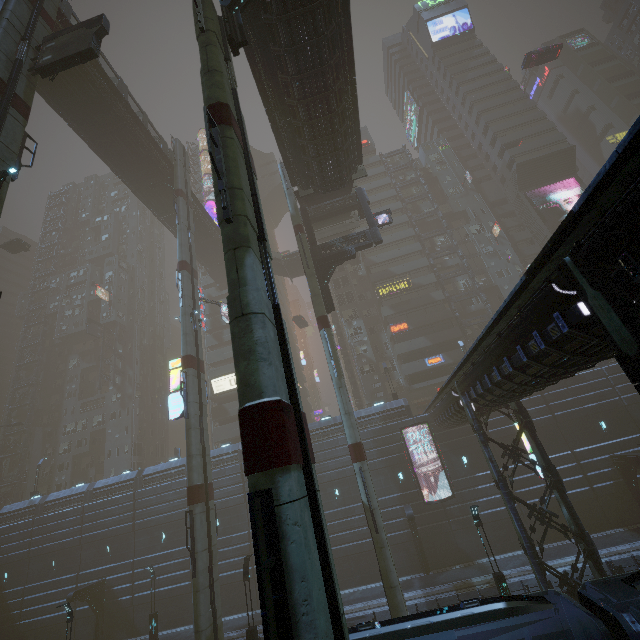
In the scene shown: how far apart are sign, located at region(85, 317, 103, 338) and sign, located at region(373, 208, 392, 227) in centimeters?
5196cm

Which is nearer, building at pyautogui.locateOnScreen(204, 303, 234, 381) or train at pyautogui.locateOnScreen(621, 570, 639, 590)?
train at pyautogui.locateOnScreen(621, 570, 639, 590)

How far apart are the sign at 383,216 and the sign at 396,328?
20.2 meters

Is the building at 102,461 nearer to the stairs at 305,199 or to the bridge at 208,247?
the stairs at 305,199

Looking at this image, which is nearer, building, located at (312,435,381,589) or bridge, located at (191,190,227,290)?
building, located at (312,435,381,589)

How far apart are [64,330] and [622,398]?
80.8m

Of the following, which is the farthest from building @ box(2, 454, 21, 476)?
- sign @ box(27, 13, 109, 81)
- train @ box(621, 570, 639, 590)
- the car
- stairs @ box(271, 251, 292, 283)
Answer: sign @ box(27, 13, 109, 81)

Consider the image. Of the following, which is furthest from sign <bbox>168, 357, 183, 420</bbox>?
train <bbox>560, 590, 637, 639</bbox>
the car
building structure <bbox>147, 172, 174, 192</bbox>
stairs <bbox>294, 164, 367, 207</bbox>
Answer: the car
